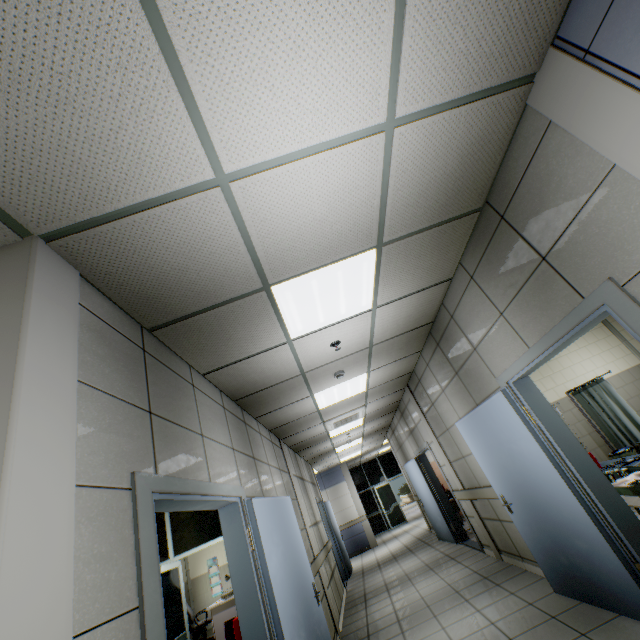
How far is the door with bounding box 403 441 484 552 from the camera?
6.9 meters

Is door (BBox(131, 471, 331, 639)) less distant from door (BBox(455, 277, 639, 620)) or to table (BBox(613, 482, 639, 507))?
door (BBox(455, 277, 639, 620))

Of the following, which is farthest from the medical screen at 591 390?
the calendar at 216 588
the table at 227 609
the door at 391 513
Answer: the door at 391 513

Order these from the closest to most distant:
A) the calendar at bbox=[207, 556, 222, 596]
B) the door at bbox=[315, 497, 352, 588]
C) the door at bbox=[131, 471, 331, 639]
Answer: the door at bbox=[131, 471, 331, 639] → the door at bbox=[315, 497, 352, 588] → the calendar at bbox=[207, 556, 222, 596]

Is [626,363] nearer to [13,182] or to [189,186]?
[189,186]

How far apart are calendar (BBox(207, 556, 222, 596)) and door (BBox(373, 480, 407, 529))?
8.6m

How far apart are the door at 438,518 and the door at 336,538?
2.74m

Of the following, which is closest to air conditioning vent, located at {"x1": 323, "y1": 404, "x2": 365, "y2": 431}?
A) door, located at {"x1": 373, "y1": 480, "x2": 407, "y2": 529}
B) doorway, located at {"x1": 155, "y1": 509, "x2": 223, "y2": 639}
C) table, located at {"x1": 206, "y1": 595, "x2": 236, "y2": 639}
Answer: doorway, located at {"x1": 155, "y1": 509, "x2": 223, "y2": 639}
